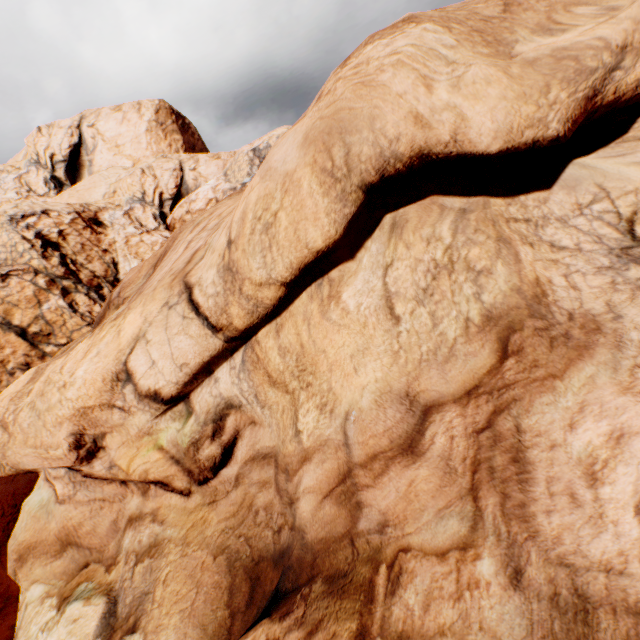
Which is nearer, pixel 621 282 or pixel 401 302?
pixel 621 282
